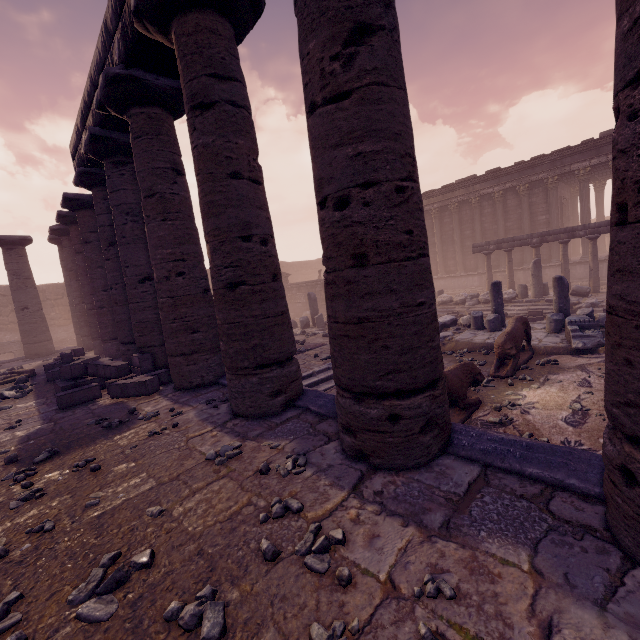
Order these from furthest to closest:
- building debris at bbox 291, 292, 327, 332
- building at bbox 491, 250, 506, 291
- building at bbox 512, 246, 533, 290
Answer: building at bbox 491, 250, 506, 291, building at bbox 512, 246, 533, 290, building debris at bbox 291, 292, 327, 332

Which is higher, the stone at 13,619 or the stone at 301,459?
the stone at 301,459

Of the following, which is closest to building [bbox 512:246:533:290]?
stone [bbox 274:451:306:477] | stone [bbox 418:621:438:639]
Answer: stone [bbox 274:451:306:477]

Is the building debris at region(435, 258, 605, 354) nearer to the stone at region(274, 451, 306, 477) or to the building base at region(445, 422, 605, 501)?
the building base at region(445, 422, 605, 501)

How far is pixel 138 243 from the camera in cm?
748

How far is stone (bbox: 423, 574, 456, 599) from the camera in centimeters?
166cm

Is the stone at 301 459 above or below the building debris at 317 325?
above

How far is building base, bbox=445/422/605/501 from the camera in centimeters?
226cm
